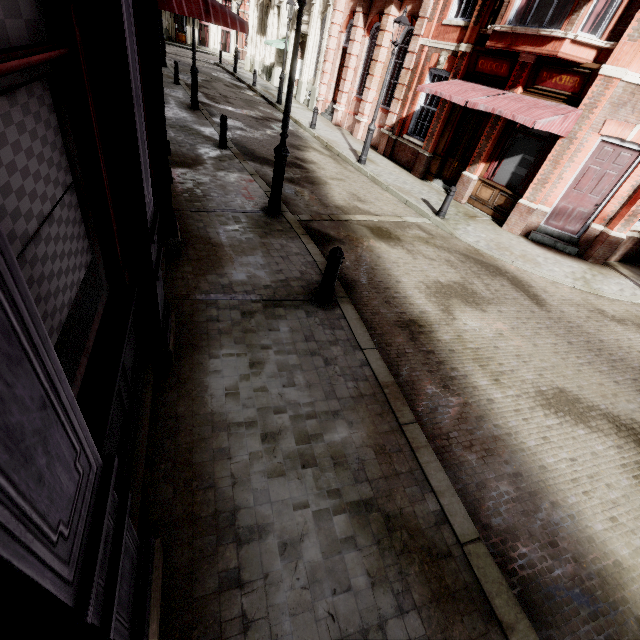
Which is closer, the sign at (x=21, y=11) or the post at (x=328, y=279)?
the sign at (x=21, y=11)

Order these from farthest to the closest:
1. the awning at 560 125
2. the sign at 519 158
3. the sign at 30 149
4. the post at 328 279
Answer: the sign at 519 158 < the awning at 560 125 < the post at 328 279 < the sign at 30 149

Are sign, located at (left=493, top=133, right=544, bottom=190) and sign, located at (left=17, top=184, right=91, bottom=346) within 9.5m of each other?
no

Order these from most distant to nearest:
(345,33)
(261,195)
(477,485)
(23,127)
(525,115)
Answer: (345,33), (525,115), (261,195), (477,485), (23,127)

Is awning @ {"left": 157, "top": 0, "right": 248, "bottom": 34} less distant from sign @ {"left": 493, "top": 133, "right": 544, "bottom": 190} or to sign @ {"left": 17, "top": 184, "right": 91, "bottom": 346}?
sign @ {"left": 17, "top": 184, "right": 91, "bottom": 346}

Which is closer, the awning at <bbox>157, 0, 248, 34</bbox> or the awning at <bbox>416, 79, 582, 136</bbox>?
the awning at <bbox>157, 0, 248, 34</bbox>

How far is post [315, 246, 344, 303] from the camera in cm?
487

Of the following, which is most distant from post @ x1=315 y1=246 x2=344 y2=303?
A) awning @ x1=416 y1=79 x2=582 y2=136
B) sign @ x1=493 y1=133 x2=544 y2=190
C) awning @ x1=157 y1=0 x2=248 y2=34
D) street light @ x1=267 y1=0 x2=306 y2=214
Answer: sign @ x1=493 y1=133 x2=544 y2=190
